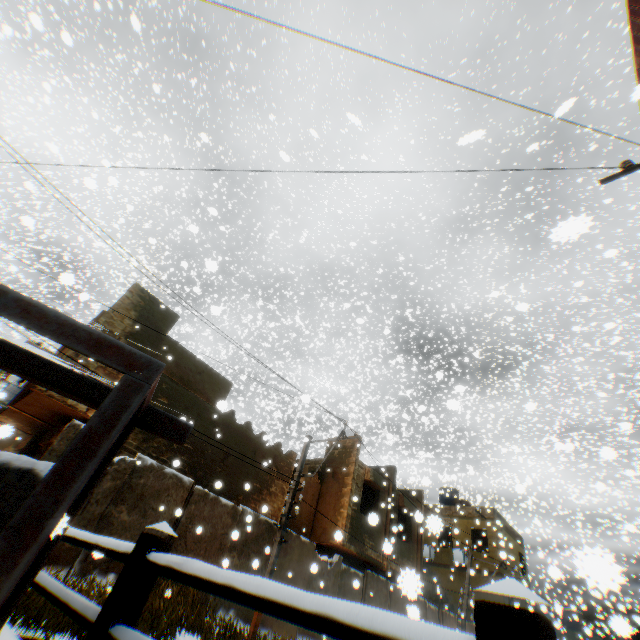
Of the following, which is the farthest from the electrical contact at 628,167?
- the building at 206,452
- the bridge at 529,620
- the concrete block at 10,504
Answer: the concrete block at 10,504

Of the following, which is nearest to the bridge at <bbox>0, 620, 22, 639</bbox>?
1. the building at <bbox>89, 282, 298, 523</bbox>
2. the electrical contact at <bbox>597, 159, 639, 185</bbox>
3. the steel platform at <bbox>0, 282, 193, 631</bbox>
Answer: the steel platform at <bbox>0, 282, 193, 631</bbox>

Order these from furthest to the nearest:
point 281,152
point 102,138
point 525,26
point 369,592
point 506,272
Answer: point 525,26 → point 102,138 → point 506,272 → point 369,592 → point 281,152

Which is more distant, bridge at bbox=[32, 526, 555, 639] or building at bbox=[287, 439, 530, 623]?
building at bbox=[287, 439, 530, 623]

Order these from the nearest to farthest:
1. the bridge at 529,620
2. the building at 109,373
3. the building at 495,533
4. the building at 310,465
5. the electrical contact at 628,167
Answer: the bridge at 529,620, the electrical contact at 628,167, the building at 109,373, the building at 495,533, the building at 310,465

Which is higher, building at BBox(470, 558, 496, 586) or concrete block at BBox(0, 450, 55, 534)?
building at BBox(470, 558, 496, 586)

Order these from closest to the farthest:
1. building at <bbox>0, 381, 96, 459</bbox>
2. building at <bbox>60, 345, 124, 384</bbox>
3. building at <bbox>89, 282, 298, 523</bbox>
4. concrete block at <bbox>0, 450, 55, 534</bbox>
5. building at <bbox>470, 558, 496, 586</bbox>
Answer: concrete block at <bbox>0, 450, 55, 534</bbox>
building at <bbox>0, 381, 96, 459</bbox>
building at <bbox>60, 345, 124, 384</bbox>
building at <bbox>89, 282, 298, 523</bbox>
building at <bbox>470, 558, 496, 586</bbox>

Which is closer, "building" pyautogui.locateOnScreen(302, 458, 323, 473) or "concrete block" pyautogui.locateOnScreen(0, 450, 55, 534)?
"concrete block" pyautogui.locateOnScreen(0, 450, 55, 534)
